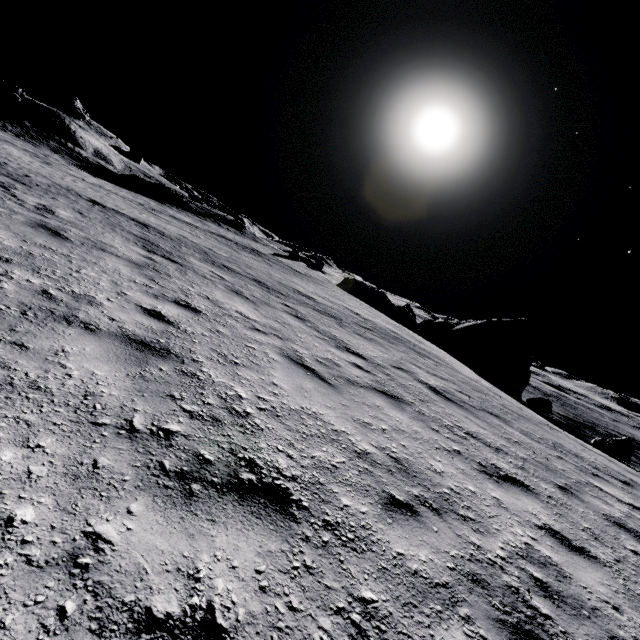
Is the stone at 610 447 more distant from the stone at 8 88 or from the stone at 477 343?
the stone at 8 88

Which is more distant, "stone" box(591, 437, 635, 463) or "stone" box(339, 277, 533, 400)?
"stone" box(339, 277, 533, 400)

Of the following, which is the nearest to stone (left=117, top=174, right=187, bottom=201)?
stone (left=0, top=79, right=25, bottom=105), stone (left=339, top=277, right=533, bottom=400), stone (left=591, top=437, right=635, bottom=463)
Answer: stone (left=0, top=79, right=25, bottom=105)

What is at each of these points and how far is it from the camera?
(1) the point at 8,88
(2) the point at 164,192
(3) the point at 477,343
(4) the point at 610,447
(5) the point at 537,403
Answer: (1) stone, 43.7m
(2) stone, 39.5m
(3) stone, 27.7m
(4) stone, 19.0m
(5) stone, 21.6m

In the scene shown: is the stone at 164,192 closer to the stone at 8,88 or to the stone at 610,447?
the stone at 8,88

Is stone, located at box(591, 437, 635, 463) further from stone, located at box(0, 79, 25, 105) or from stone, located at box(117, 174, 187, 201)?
stone, located at box(0, 79, 25, 105)

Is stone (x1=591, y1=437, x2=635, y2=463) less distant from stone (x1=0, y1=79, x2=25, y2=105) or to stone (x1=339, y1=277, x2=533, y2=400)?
stone (x1=339, y1=277, x2=533, y2=400)

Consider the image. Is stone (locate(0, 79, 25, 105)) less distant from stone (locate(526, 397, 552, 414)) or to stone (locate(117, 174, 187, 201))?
stone (locate(117, 174, 187, 201))
